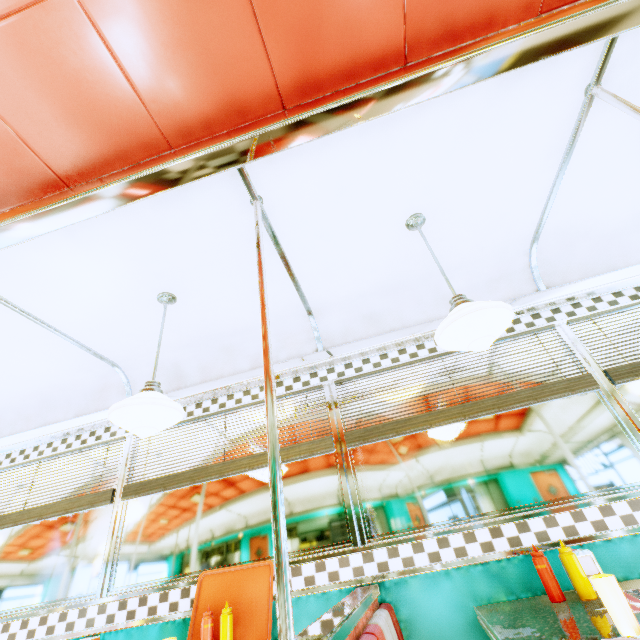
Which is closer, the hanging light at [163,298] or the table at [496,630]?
the table at [496,630]

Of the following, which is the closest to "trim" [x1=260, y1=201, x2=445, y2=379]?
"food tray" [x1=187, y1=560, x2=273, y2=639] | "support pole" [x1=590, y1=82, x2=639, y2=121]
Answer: "support pole" [x1=590, y1=82, x2=639, y2=121]

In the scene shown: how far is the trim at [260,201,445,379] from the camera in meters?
2.4 m

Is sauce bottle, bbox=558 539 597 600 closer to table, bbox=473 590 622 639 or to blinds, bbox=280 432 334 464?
table, bbox=473 590 622 639

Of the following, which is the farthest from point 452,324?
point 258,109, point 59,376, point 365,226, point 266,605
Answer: point 59,376

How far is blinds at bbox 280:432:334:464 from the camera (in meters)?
2.55

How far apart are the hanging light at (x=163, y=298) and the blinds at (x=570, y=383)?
1.2m

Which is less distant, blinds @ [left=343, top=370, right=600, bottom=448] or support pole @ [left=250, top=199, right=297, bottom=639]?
support pole @ [left=250, top=199, right=297, bottom=639]
